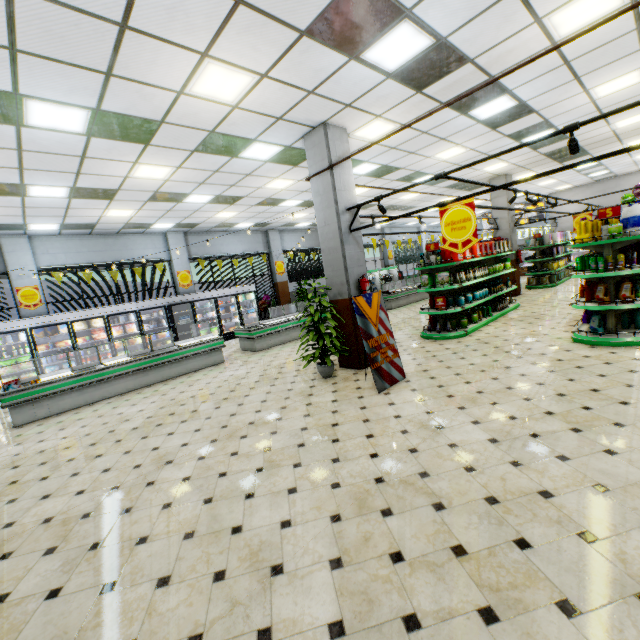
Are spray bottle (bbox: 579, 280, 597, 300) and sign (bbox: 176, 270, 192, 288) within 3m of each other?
no

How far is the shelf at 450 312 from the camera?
8.2 meters

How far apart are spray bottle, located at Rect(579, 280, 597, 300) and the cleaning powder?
2.6m

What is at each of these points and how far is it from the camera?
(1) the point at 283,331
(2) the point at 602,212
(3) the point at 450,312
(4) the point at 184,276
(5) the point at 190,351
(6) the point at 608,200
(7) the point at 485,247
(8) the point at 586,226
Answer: (1) meat refrigerator, 11.3 meters
(2) sign, 5.8 meters
(3) shelf, 8.1 meters
(4) sign, 13.9 meters
(5) meat refrigerator, 9.1 meters
(6) building, 18.2 meters
(7) liquid laundry detergent, 9.5 meters
(8) liquid laundry detergent, 6.1 meters

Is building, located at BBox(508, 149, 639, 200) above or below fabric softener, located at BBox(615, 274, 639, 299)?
above

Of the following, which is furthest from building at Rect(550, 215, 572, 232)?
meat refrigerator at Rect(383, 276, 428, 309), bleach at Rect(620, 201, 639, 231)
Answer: bleach at Rect(620, 201, 639, 231)

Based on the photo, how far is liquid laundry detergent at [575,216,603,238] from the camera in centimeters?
611cm

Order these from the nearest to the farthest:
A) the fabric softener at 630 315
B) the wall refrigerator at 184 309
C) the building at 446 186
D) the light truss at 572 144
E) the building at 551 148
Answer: the light truss at 572 144, the fabric softener at 630 315, the building at 551 148, the building at 446 186, the wall refrigerator at 184 309
